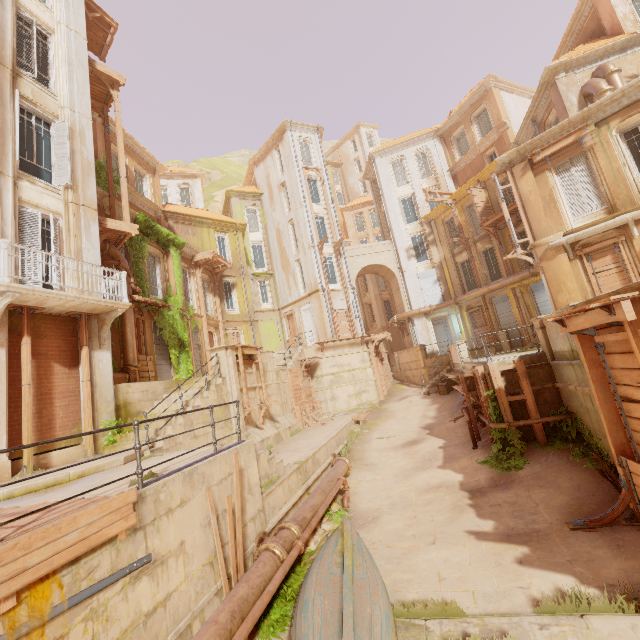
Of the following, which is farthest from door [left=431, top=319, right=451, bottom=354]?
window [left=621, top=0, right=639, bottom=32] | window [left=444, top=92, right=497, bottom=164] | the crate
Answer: window [left=621, top=0, right=639, bottom=32]

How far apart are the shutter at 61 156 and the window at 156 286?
6.1m

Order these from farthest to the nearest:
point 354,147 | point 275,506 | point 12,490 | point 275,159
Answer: point 354,147 → point 275,159 → point 275,506 → point 12,490

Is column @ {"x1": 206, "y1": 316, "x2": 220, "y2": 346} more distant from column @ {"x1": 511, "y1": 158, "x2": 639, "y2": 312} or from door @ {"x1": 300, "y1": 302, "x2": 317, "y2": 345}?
column @ {"x1": 511, "y1": 158, "x2": 639, "y2": 312}

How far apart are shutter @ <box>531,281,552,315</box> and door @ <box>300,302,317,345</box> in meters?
15.5

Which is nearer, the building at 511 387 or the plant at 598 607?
the plant at 598 607

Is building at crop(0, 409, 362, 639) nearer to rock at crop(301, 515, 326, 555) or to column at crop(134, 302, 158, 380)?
rock at crop(301, 515, 326, 555)

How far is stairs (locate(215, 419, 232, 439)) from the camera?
11.5m
